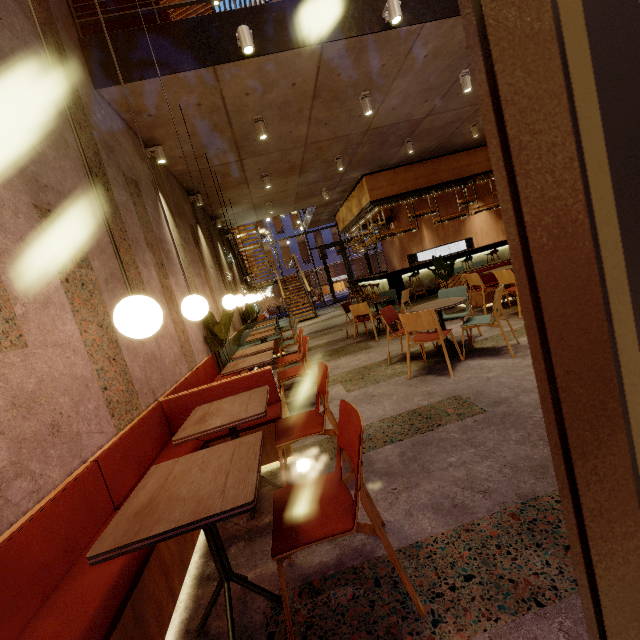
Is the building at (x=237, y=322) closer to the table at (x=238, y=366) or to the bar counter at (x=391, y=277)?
the bar counter at (x=391, y=277)

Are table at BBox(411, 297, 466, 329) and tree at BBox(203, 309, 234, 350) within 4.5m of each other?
yes

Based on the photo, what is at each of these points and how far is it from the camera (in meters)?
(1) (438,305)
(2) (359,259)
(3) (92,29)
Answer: (1) table, 4.40
(2) building, 39.00
(3) couch, 4.11

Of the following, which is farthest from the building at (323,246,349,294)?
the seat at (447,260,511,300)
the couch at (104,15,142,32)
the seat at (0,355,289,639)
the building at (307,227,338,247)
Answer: the seat at (0,355,289,639)

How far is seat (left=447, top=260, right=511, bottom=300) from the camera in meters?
7.5 m

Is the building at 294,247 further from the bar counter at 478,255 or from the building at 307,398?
the bar counter at 478,255

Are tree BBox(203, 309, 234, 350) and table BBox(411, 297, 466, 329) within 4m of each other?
yes

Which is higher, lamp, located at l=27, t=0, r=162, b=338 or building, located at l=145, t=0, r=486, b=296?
building, located at l=145, t=0, r=486, b=296
